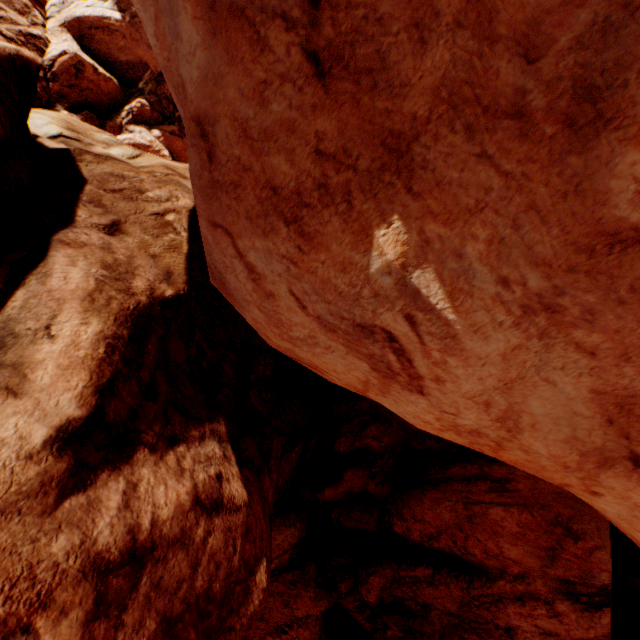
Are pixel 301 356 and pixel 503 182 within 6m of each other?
yes
